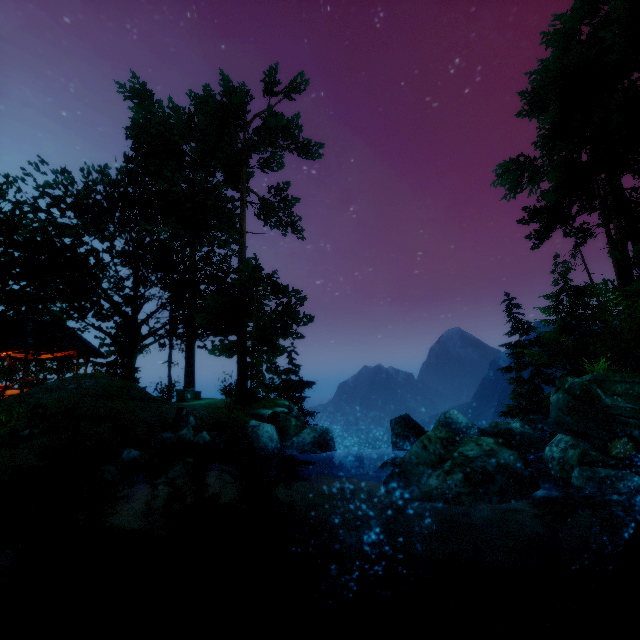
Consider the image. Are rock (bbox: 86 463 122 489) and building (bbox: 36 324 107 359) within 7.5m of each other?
no

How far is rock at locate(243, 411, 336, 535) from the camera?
7.7 meters

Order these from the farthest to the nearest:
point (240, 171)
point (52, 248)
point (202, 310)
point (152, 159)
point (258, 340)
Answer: point (240, 171) → point (202, 310) → point (152, 159) → point (258, 340) → point (52, 248)

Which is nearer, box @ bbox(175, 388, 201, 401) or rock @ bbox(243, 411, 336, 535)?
rock @ bbox(243, 411, 336, 535)

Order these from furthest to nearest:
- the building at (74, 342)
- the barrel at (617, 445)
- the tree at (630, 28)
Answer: the tree at (630, 28) < the building at (74, 342) < the barrel at (617, 445)

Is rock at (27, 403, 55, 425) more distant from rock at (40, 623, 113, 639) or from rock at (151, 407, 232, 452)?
rock at (40, 623, 113, 639)

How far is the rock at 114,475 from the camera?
7.8m

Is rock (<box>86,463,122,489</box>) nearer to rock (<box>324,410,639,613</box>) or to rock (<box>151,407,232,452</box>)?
rock (<box>151,407,232,452</box>)
